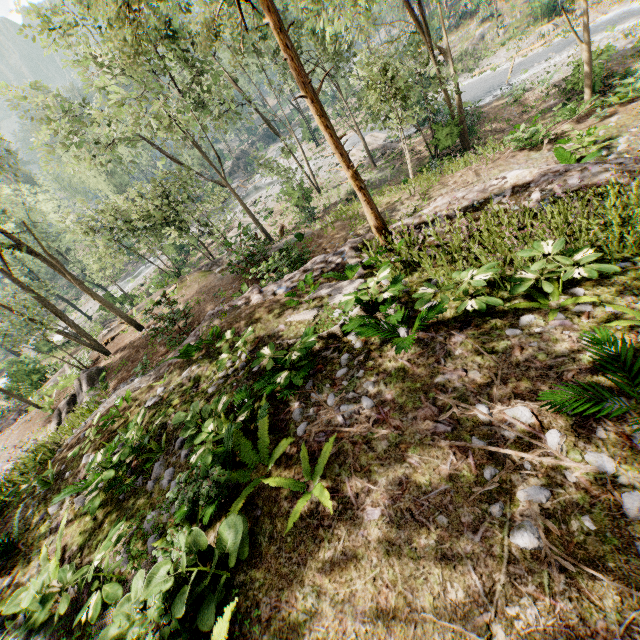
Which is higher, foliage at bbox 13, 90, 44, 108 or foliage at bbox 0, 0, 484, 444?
foliage at bbox 13, 90, 44, 108

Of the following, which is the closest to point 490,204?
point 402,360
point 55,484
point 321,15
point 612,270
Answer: point 612,270

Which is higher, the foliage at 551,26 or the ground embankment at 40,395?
the ground embankment at 40,395

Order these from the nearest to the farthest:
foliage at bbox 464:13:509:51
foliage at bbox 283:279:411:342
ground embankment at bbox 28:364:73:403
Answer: foliage at bbox 283:279:411:342, ground embankment at bbox 28:364:73:403, foliage at bbox 464:13:509:51

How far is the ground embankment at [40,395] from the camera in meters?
20.4 m

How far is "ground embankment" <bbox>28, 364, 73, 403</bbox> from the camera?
20.42m

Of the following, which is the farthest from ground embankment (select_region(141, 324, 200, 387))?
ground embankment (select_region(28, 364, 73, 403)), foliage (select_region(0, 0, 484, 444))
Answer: ground embankment (select_region(28, 364, 73, 403))
